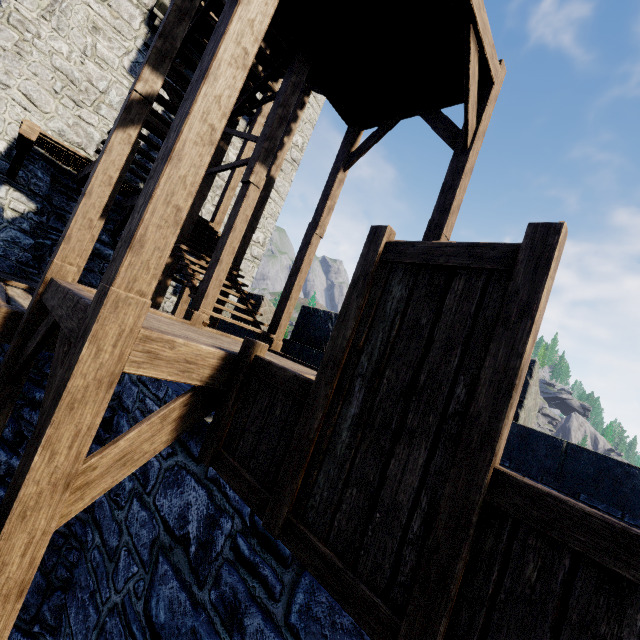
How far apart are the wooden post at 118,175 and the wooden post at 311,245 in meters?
3.6 m

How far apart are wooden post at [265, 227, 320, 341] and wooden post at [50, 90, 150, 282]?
3.6 meters

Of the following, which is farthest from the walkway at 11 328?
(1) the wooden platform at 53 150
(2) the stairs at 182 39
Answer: (1) the wooden platform at 53 150

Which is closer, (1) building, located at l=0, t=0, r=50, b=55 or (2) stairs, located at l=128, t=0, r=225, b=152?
(2) stairs, located at l=128, t=0, r=225, b=152

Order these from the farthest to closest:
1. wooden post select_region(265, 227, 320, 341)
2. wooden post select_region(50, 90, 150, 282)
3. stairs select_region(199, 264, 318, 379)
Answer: wooden post select_region(265, 227, 320, 341) < stairs select_region(199, 264, 318, 379) < wooden post select_region(50, 90, 150, 282)

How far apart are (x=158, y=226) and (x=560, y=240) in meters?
2.4 m

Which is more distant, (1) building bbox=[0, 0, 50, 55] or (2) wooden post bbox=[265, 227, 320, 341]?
(1) building bbox=[0, 0, 50, 55]

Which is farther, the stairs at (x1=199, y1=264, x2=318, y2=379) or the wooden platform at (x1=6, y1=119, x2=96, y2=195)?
the wooden platform at (x1=6, y1=119, x2=96, y2=195)
